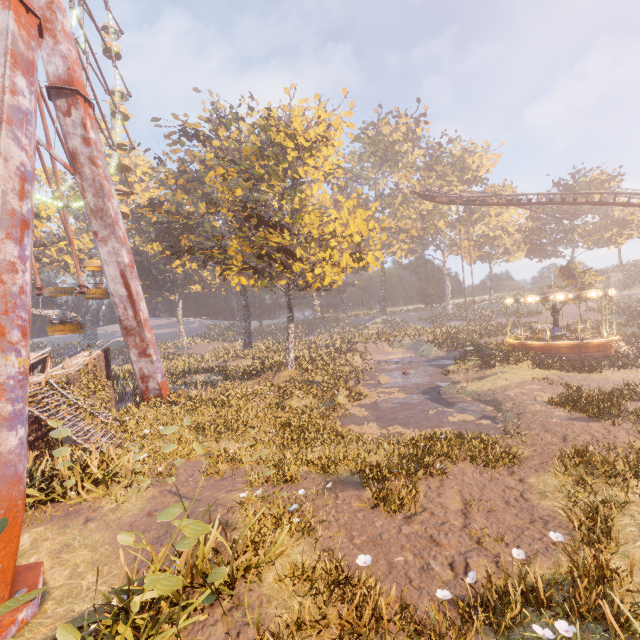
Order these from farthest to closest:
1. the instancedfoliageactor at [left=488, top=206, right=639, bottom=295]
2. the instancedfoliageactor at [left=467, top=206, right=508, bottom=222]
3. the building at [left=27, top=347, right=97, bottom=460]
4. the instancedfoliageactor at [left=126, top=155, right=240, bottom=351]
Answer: the instancedfoliageactor at [left=467, top=206, right=508, bottom=222], the instancedfoliageactor at [left=488, top=206, right=639, bottom=295], the instancedfoliageactor at [left=126, top=155, right=240, bottom=351], the building at [left=27, top=347, right=97, bottom=460]

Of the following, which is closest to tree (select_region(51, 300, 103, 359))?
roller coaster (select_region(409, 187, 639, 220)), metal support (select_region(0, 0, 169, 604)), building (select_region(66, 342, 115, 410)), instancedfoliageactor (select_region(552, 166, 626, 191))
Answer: metal support (select_region(0, 0, 169, 604))

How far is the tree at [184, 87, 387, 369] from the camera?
19.1 meters

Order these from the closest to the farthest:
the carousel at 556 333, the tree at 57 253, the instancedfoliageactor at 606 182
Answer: the carousel at 556 333, the tree at 57 253, the instancedfoliageactor at 606 182

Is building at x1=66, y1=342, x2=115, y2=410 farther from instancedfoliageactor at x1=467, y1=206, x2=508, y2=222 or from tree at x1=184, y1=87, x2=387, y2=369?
instancedfoliageactor at x1=467, y1=206, x2=508, y2=222

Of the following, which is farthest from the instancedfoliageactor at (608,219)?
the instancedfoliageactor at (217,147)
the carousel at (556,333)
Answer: the carousel at (556,333)

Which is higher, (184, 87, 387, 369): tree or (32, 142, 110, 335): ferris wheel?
(184, 87, 387, 369): tree

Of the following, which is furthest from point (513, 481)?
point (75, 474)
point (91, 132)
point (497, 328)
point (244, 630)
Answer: point (497, 328)
